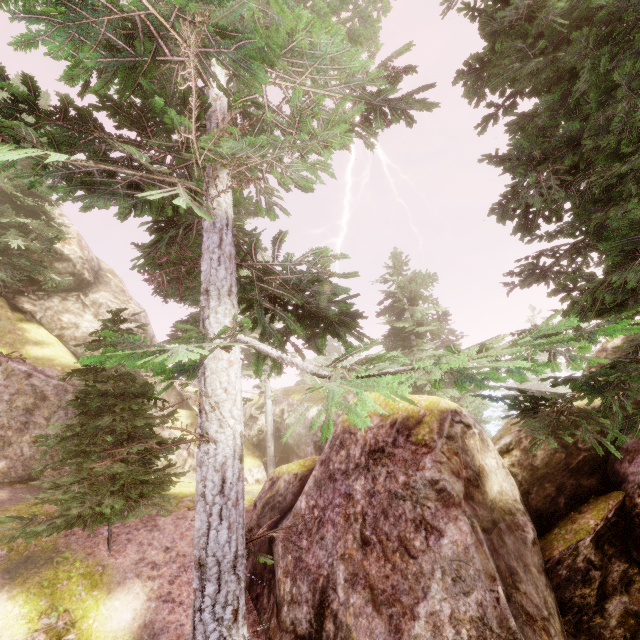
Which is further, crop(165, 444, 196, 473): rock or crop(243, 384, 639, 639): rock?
crop(165, 444, 196, 473): rock

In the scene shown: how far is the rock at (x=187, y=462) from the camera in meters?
16.2 m

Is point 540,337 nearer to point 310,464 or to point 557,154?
point 557,154

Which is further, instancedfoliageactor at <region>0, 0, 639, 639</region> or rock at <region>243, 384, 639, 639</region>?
rock at <region>243, 384, 639, 639</region>

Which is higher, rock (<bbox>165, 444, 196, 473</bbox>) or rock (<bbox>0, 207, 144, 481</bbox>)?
rock (<bbox>0, 207, 144, 481</bbox>)

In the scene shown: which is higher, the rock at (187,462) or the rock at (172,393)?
the rock at (172,393)

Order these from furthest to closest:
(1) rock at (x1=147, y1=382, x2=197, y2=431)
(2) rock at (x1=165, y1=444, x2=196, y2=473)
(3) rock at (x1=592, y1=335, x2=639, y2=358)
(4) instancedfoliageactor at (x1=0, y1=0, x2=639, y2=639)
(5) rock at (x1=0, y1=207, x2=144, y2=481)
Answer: (1) rock at (x1=147, y1=382, x2=197, y2=431), (2) rock at (x1=165, y1=444, x2=196, y2=473), (5) rock at (x1=0, y1=207, x2=144, y2=481), (3) rock at (x1=592, y1=335, x2=639, y2=358), (4) instancedfoliageactor at (x1=0, y1=0, x2=639, y2=639)
